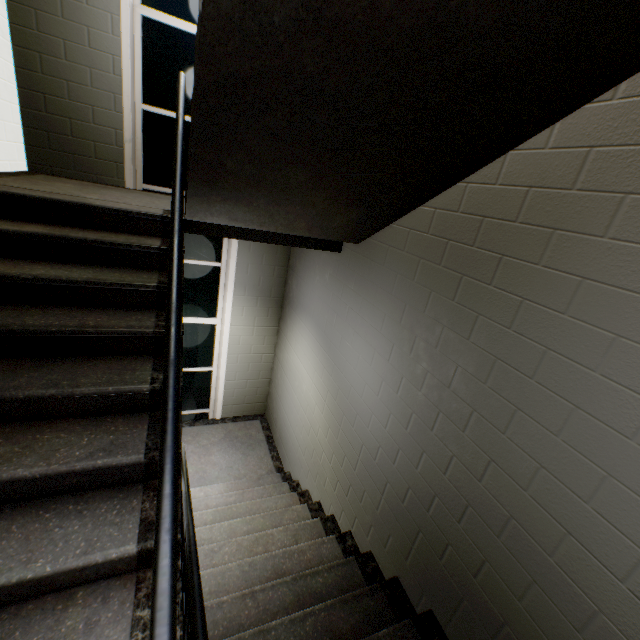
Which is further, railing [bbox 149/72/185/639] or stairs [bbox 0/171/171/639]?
stairs [bbox 0/171/171/639]

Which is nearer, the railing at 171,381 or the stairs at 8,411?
the railing at 171,381

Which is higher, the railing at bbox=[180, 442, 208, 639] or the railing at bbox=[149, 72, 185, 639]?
the railing at bbox=[149, 72, 185, 639]

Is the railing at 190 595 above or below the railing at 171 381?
below

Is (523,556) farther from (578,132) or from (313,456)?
(313,456)
